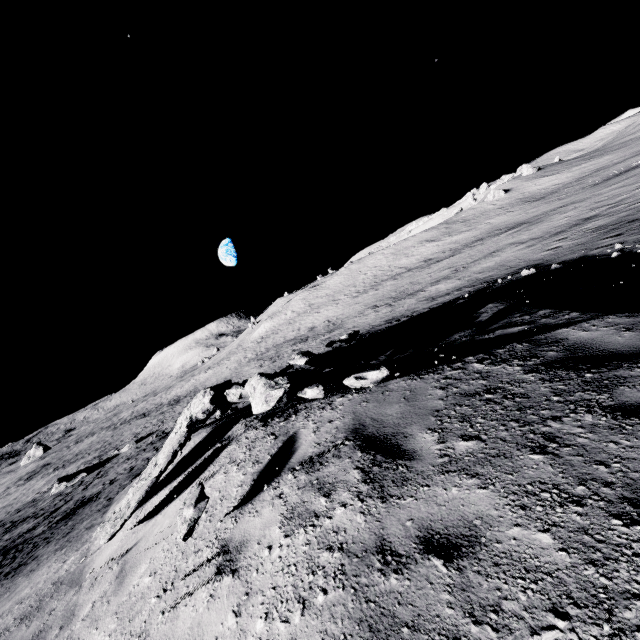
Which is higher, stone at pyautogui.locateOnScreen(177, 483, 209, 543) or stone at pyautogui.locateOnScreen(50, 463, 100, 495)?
stone at pyautogui.locateOnScreen(177, 483, 209, 543)

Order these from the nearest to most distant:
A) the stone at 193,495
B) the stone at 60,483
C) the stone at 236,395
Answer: the stone at 193,495 < the stone at 236,395 < the stone at 60,483

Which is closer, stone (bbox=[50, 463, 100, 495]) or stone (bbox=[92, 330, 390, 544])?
stone (bbox=[92, 330, 390, 544])

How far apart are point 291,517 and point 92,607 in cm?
327

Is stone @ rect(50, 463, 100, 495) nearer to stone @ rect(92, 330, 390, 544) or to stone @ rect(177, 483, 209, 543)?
stone @ rect(92, 330, 390, 544)

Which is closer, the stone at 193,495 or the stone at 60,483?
the stone at 193,495

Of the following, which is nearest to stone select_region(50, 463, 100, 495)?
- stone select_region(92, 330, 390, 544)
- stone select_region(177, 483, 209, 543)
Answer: stone select_region(92, 330, 390, 544)
